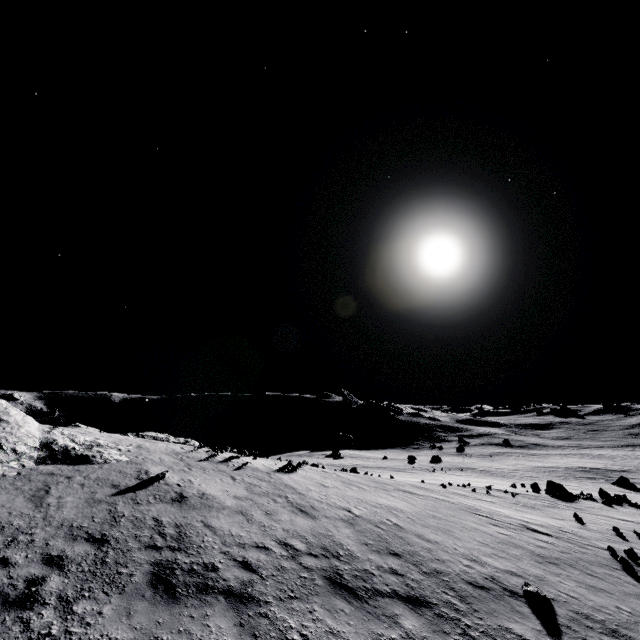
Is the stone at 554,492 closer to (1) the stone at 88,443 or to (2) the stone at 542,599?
(2) the stone at 542,599

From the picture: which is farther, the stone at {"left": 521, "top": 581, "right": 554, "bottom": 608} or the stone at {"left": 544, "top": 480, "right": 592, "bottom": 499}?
the stone at {"left": 544, "top": 480, "right": 592, "bottom": 499}

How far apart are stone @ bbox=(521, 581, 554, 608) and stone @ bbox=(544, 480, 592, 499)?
22.0 meters

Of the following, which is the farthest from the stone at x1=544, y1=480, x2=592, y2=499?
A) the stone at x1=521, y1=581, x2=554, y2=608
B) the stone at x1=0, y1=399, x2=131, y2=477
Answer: the stone at x1=0, y1=399, x2=131, y2=477

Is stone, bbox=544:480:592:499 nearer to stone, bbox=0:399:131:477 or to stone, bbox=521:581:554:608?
stone, bbox=521:581:554:608

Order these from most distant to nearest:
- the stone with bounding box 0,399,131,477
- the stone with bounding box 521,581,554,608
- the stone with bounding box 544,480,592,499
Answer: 1. the stone with bounding box 544,480,592,499
2. the stone with bounding box 0,399,131,477
3. the stone with bounding box 521,581,554,608

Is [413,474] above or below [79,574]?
below

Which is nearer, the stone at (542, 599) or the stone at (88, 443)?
the stone at (542, 599)
